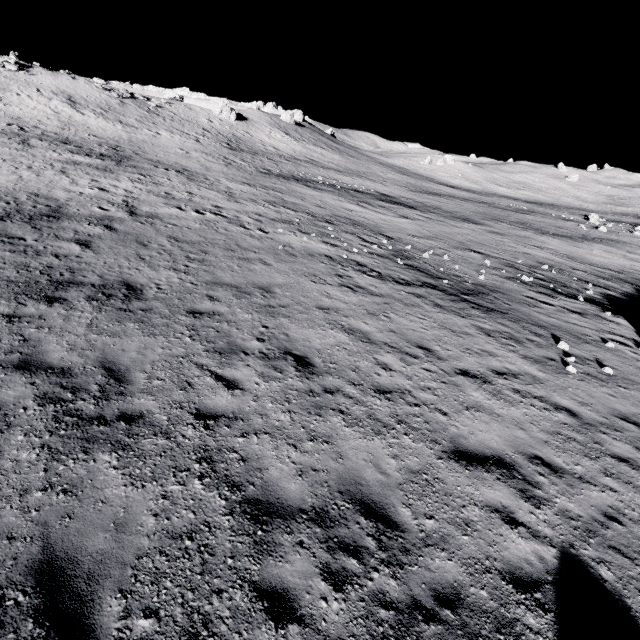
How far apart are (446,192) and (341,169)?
18.0m

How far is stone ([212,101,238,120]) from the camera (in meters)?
54.84

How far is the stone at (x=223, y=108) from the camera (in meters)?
Answer: 54.84
